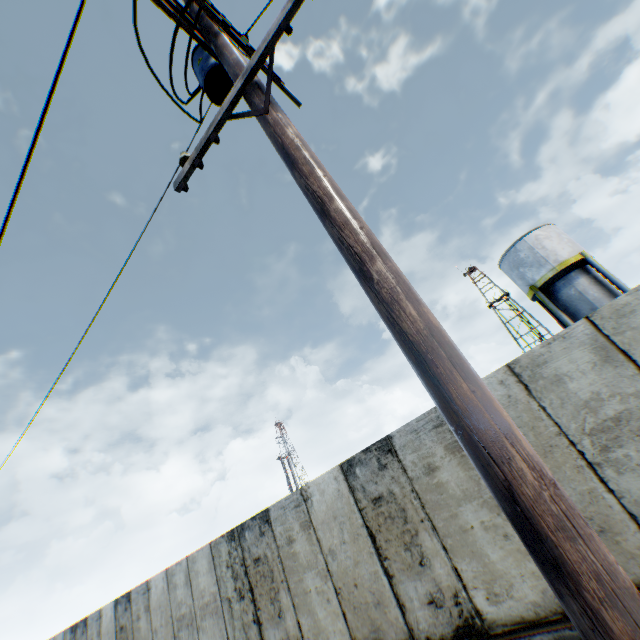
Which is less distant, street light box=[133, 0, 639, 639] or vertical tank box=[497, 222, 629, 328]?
street light box=[133, 0, 639, 639]

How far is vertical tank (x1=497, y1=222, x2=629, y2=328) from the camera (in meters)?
18.50

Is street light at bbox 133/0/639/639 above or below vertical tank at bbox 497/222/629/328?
below

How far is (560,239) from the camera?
20.0m

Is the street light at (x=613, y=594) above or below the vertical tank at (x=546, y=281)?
below

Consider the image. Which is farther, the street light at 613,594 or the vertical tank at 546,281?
the vertical tank at 546,281
